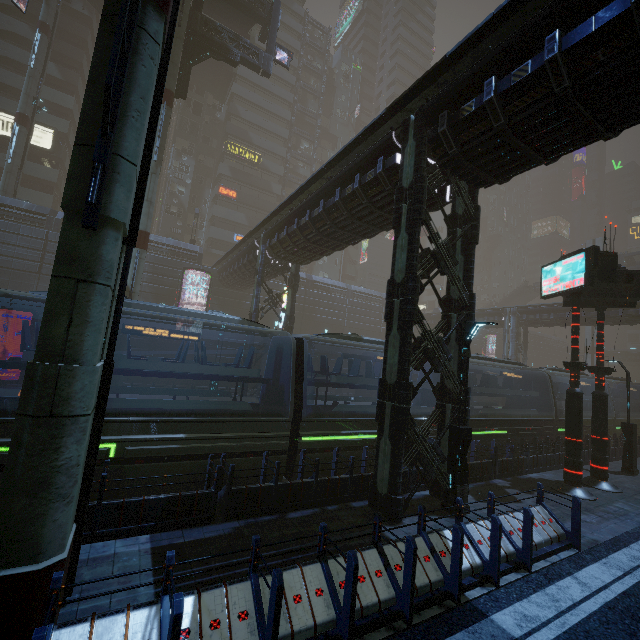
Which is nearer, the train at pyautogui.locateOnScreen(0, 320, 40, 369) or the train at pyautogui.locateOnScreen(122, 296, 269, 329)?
the train at pyautogui.locateOnScreen(0, 320, 40, 369)

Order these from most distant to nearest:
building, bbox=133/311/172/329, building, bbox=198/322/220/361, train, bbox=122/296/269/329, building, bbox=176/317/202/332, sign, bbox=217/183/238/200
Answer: Result: sign, bbox=217/183/238/200 → building, bbox=198/322/220/361 → building, bbox=176/317/202/332 → building, bbox=133/311/172/329 → train, bbox=122/296/269/329

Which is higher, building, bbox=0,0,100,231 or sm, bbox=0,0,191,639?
building, bbox=0,0,100,231

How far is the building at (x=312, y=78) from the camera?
54.0m

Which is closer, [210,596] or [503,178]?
[210,596]

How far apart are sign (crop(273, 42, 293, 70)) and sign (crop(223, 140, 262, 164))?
20.0 meters

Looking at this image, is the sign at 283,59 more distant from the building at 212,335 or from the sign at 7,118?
the sign at 7,118

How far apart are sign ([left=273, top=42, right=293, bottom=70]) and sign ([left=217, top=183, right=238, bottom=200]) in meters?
20.2
